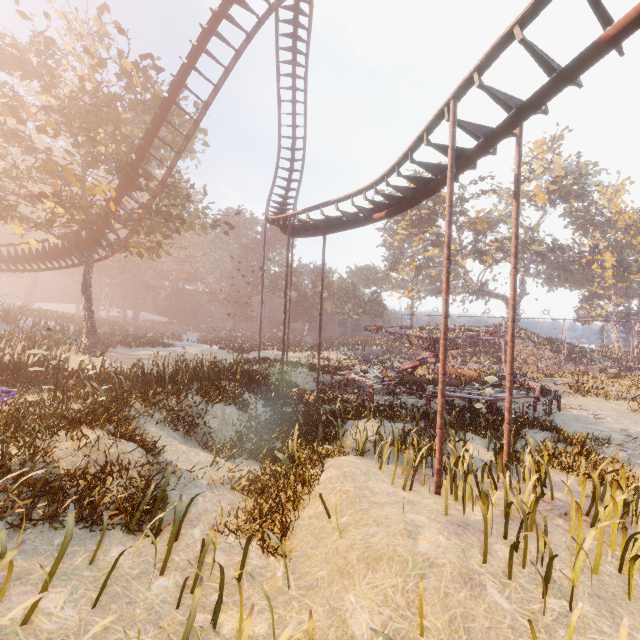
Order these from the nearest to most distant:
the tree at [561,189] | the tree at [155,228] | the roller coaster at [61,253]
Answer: the tree at [155,228], the roller coaster at [61,253], the tree at [561,189]

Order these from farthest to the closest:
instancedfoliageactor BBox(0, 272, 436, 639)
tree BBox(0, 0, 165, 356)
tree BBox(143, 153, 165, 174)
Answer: tree BBox(143, 153, 165, 174) < tree BBox(0, 0, 165, 356) < instancedfoliageactor BBox(0, 272, 436, 639)

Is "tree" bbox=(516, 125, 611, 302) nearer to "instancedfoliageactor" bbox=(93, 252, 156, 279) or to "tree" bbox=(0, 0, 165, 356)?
"instancedfoliageactor" bbox=(93, 252, 156, 279)

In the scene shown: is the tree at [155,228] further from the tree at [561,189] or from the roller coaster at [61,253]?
the tree at [561,189]

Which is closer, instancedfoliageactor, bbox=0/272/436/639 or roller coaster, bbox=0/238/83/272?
instancedfoliageactor, bbox=0/272/436/639

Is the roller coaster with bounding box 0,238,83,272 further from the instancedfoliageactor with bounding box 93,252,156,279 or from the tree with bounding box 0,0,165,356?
the instancedfoliageactor with bounding box 93,252,156,279

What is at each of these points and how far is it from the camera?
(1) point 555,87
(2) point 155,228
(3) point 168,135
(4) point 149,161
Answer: (1) roller coaster, 6.44m
(2) tree, 20.88m
(3) tree, 22.92m
(4) tree, 17.22m

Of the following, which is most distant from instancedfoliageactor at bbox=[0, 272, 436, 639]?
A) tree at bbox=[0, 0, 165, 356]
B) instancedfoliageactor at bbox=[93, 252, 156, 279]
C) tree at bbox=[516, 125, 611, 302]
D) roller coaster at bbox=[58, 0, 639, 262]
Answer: tree at bbox=[516, 125, 611, 302]
